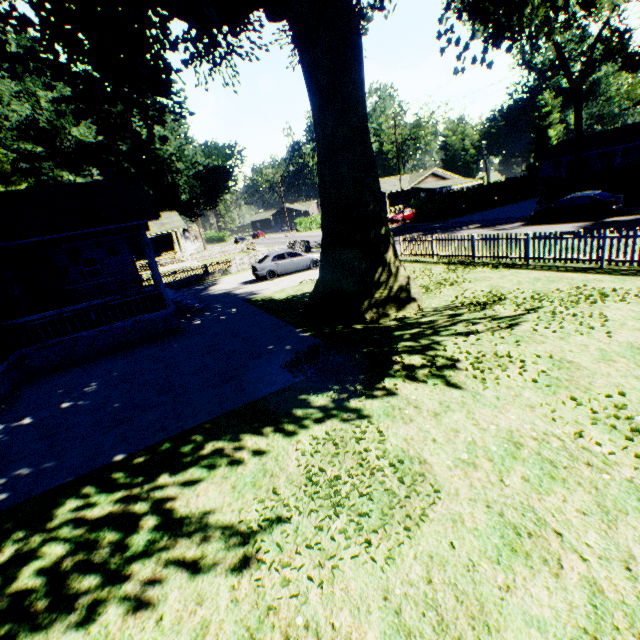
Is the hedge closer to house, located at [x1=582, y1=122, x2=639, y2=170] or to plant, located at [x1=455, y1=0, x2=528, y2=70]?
house, located at [x1=582, y1=122, x2=639, y2=170]

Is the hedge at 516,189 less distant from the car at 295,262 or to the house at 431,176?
the house at 431,176

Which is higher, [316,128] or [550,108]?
[550,108]

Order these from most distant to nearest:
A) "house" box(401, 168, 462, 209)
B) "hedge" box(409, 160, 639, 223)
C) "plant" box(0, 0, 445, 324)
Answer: "house" box(401, 168, 462, 209) → "hedge" box(409, 160, 639, 223) → "plant" box(0, 0, 445, 324)

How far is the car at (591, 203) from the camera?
19.56m

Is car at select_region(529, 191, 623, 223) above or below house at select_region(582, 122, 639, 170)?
below

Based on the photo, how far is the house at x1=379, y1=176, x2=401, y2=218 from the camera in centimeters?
4859cm

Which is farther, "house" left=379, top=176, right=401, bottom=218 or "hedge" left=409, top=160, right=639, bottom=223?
"house" left=379, top=176, right=401, bottom=218
